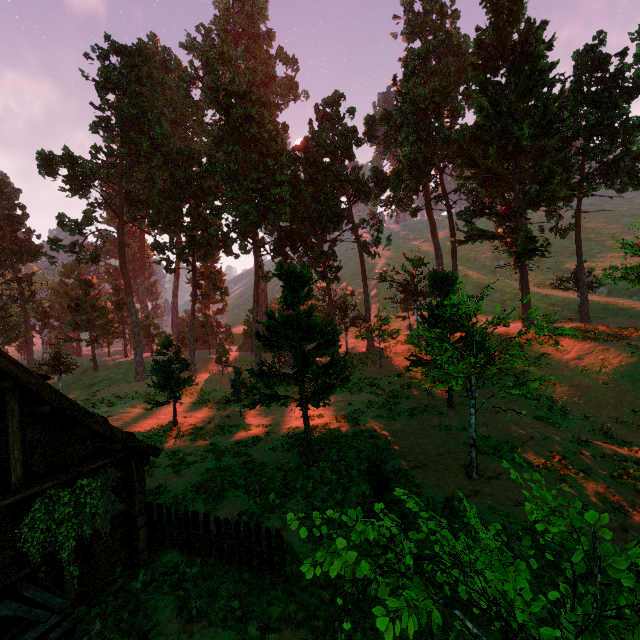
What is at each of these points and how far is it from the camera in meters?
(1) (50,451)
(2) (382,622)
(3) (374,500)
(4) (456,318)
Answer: (1) building, 8.6 m
(2) treerock, 2.7 m
(3) treerock, 7.9 m
(4) treerock, 20.3 m

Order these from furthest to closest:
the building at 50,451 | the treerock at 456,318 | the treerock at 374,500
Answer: the treerock at 456,318 < the building at 50,451 < the treerock at 374,500

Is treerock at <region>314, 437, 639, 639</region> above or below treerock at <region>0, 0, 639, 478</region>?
below

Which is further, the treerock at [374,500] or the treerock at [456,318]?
the treerock at [456,318]

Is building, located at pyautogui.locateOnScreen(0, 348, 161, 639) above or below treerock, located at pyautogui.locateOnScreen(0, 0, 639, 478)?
below

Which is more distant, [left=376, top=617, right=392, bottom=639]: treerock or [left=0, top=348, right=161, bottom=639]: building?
[left=0, top=348, right=161, bottom=639]: building

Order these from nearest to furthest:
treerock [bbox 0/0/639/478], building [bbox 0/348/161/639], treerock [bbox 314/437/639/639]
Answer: treerock [bbox 314/437/639/639] → building [bbox 0/348/161/639] → treerock [bbox 0/0/639/478]
